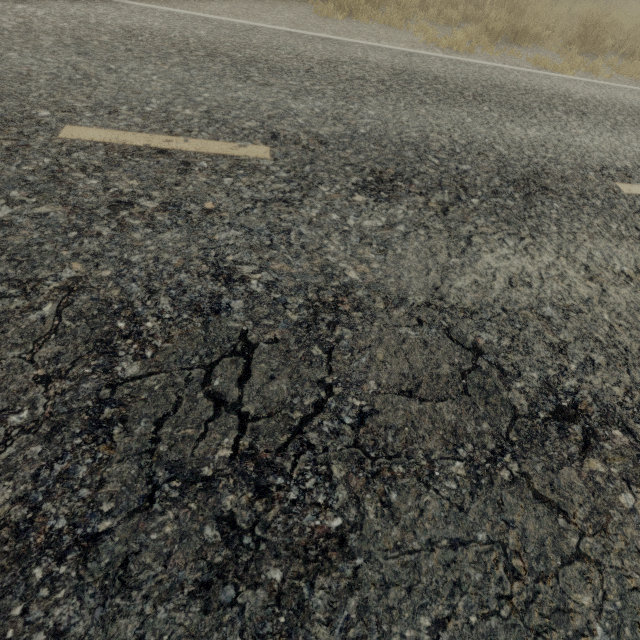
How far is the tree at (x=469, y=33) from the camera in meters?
5.9

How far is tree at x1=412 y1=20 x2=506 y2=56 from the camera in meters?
5.9 m

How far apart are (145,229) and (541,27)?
9.49m
